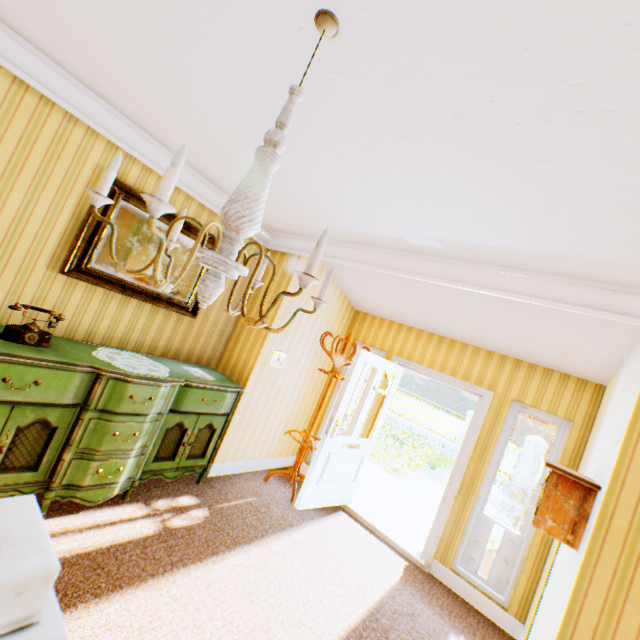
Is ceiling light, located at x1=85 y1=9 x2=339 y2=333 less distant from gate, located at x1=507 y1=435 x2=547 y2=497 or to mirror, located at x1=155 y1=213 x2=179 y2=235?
mirror, located at x1=155 y1=213 x2=179 y2=235

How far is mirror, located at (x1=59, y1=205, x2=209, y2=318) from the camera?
2.9m

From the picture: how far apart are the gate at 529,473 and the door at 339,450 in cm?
1227

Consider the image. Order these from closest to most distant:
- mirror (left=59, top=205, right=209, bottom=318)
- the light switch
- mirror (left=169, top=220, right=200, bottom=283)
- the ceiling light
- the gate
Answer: the ceiling light → mirror (left=59, top=205, right=209, bottom=318) → mirror (left=169, top=220, right=200, bottom=283) → the light switch → the gate

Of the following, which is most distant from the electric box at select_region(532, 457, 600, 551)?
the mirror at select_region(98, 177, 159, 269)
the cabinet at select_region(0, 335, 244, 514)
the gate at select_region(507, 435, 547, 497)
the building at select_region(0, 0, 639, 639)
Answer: the gate at select_region(507, 435, 547, 497)

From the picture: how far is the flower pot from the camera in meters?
4.0

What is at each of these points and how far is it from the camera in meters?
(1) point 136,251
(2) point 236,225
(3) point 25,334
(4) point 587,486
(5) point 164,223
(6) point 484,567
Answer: (1) mirror, 3.2 m
(2) ceiling light, 1.1 m
(3) telephone, 2.3 m
(4) electric box, 2.3 m
(5) mirror, 3.4 m
(6) flower pot, 4.0 m

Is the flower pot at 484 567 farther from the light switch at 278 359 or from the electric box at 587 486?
the light switch at 278 359
